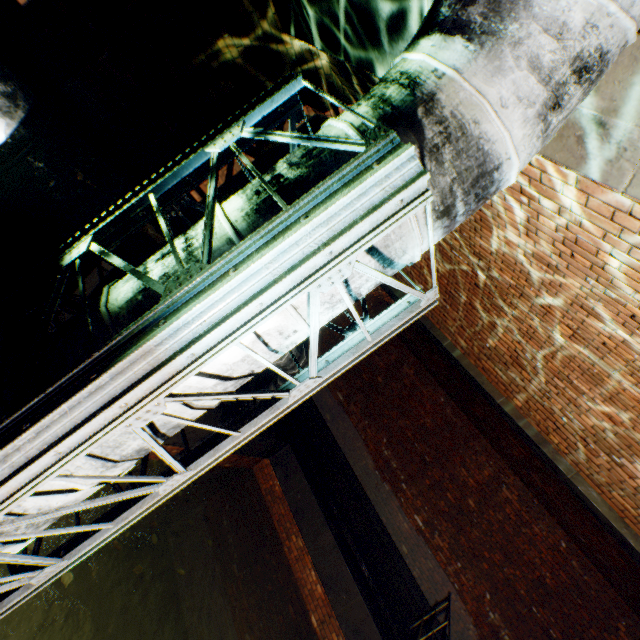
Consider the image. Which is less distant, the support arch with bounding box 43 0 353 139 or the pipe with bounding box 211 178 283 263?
the pipe with bounding box 211 178 283 263

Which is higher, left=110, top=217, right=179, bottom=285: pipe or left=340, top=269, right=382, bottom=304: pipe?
left=340, top=269, right=382, bottom=304: pipe

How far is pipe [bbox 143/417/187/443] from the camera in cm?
113

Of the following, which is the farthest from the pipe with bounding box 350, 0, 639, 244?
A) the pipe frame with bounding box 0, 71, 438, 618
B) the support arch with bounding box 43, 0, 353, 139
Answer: the support arch with bounding box 43, 0, 353, 139

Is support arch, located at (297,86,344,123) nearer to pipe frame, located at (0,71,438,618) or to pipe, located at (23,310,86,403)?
pipe, located at (23,310,86,403)

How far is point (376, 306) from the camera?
10.52m

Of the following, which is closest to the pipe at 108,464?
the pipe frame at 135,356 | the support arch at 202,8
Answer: the pipe frame at 135,356
